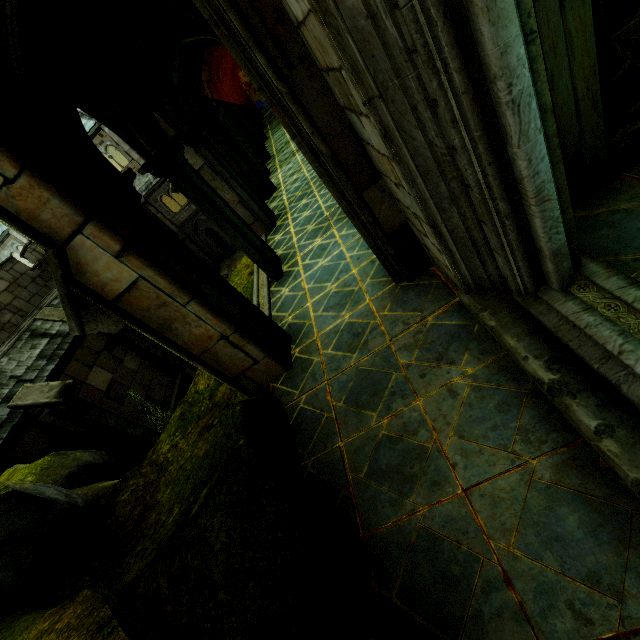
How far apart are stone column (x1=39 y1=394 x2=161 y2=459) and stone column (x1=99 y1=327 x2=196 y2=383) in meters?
3.4

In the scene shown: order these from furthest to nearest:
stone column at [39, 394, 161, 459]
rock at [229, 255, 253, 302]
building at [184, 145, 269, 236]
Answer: stone column at [39, 394, 161, 459] → rock at [229, 255, 253, 302] → building at [184, 145, 269, 236]

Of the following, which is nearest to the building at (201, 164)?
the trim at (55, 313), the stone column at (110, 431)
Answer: the stone column at (110, 431)

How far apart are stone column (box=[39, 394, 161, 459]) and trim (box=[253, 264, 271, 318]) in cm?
731

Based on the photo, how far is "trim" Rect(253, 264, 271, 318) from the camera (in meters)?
6.77

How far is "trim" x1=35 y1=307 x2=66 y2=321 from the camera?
12.66m

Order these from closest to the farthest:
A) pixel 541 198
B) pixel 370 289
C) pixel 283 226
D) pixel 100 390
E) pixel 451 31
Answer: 1. pixel 451 31
2. pixel 541 198
3. pixel 370 289
4. pixel 283 226
5. pixel 100 390

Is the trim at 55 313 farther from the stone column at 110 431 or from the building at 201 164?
the building at 201 164
